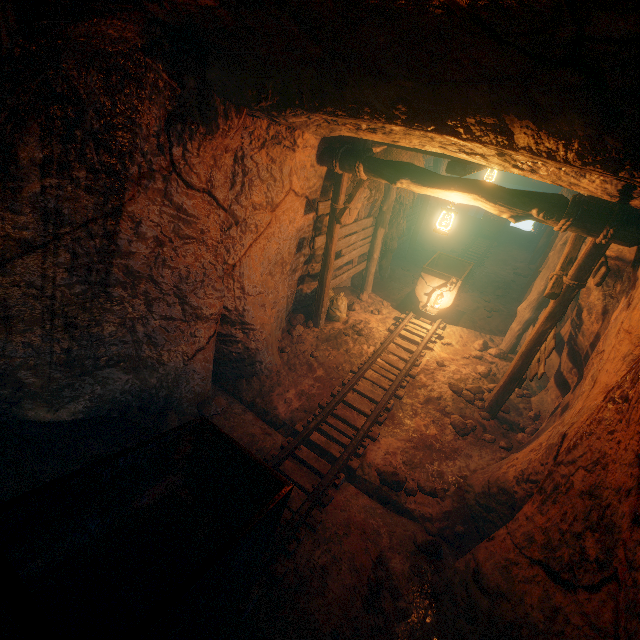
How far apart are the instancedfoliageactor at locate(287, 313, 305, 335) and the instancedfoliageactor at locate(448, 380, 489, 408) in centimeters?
339cm

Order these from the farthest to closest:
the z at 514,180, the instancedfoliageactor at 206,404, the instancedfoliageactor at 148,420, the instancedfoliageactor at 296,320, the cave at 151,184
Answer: the z at 514,180
the instancedfoliageactor at 296,320
the instancedfoliageactor at 206,404
the instancedfoliageactor at 148,420
the cave at 151,184

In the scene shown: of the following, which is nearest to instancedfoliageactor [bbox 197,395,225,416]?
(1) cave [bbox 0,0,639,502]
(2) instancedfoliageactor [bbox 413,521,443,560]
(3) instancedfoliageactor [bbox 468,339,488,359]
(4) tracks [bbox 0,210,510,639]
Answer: (1) cave [bbox 0,0,639,502]

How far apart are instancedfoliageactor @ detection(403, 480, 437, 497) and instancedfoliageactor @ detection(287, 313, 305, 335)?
3.8 meters

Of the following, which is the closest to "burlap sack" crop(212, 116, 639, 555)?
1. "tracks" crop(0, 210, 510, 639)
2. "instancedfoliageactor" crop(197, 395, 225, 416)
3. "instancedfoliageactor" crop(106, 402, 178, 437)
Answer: "tracks" crop(0, 210, 510, 639)

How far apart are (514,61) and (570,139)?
0.67m

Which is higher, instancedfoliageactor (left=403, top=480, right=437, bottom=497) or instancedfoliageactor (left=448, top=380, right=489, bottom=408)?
instancedfoliageactor (left=448, top=380, right=489, bottom=408)

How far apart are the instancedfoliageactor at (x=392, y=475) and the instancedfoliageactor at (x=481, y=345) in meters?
4.4
